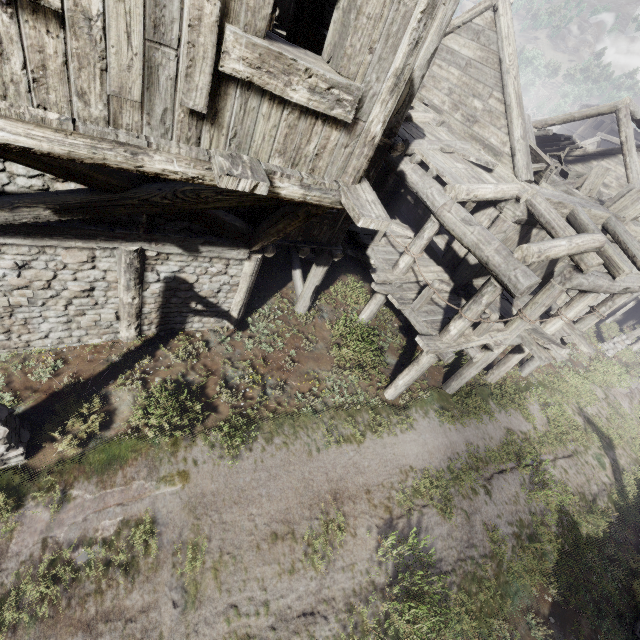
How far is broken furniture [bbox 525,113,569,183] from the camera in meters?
9.8

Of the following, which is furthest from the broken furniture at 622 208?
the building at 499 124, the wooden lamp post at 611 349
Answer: the wooden lamp post at 611 349

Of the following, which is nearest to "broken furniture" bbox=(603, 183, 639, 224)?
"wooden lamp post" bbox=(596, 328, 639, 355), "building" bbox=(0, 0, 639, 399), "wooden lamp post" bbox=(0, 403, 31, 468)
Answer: "building" bbox=(0, 0, 639, 399)

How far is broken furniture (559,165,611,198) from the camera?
11.55m

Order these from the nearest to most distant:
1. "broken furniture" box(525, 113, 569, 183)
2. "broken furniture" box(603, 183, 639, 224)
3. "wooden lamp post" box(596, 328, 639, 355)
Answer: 1. "broken furniture" box(525, 113, 569, 183)
2. "broken furniture" box(603, 183, 639, 224)
3. "wooden lamp post" box(596, 328, 639, 355)

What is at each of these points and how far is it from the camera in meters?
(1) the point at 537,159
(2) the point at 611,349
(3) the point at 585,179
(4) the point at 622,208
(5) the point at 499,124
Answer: (1) broken furniture, 10.0
(2) wooden lamp post, 17.8
(3) broken furniture, 11.9
(4) broken furniture, 11.3
(5) building, 9.0

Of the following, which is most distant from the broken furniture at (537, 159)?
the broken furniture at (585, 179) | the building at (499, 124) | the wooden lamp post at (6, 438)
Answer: the wooden lamp post at (6, 438)

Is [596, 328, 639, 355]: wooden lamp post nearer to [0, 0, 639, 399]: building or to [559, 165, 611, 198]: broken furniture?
[0, 0, 639, 399]: building
